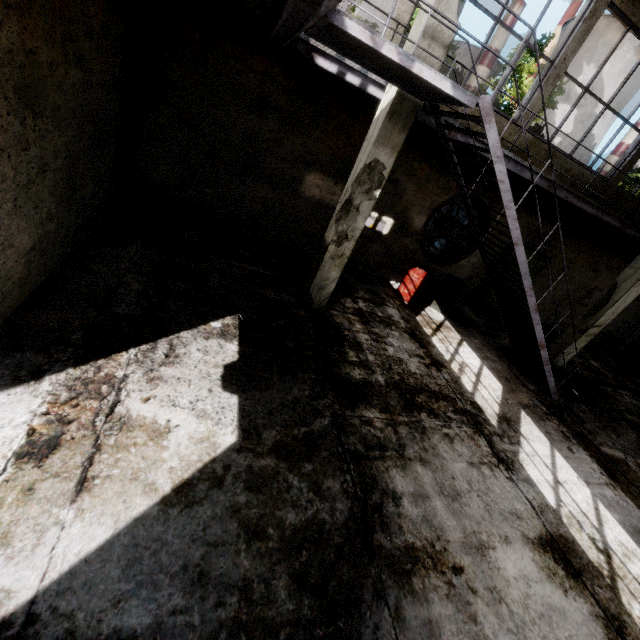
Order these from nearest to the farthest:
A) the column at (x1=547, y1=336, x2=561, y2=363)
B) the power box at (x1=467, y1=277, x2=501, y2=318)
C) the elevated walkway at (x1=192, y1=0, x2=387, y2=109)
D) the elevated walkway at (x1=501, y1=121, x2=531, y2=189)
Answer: the elevated walkway at (x1=192, y1=0, x2=387, y2=109), the elevated walkway at (x1=501, y1=121, x2=531, y2=189), the column at (x1=547, y1=336, x2=561, y2=363), the power box at (x1=467, y1=277, x2=501, y2=318)

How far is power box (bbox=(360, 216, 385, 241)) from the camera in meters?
8.9 m

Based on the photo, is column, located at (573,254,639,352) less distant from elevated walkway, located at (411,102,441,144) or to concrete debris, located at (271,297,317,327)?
elevated walkway, located at (411,102,441,144)

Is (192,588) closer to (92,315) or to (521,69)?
(92,315)

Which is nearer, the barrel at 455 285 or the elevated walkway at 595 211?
the elevated walkway at 595 211

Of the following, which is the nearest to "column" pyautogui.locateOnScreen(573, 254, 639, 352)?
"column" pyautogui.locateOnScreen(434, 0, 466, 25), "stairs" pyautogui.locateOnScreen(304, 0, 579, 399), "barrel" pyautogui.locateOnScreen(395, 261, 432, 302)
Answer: "stairs" pyautogui.locateOnScreen(304, 0, 579, 399)

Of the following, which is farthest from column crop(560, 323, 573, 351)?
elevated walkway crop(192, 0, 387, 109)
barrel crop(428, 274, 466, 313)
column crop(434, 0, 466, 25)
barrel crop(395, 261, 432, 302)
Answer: column crop(434, 0, 466, 25)

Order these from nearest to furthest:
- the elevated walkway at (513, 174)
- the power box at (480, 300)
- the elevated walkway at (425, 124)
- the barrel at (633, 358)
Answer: the elevated walkway at (425, 124) → the elevated walkway at (513, 174) → the power box at (480, 300) → the barrel at (633, 358)
